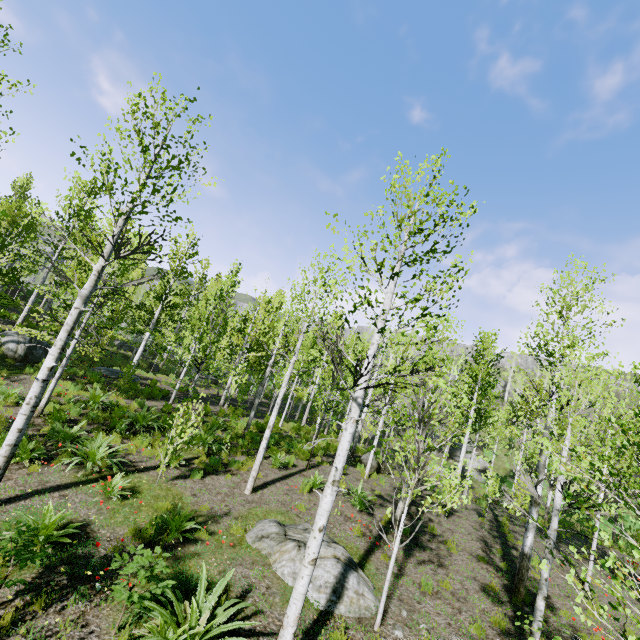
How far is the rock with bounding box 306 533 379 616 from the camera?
6.2 meters

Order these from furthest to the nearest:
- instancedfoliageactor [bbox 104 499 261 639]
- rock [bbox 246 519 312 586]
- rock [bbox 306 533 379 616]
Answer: rock [bbox 246 519 312 586], rock [bbox 306 533 379 616], instancedfoliageactor [bbox 104 499 261 639]

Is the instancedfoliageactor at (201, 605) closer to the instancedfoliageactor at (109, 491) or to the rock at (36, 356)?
the rock at (36, 356)

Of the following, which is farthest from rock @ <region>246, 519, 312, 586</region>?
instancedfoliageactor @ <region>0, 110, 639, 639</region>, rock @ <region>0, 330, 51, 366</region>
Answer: rock @ <region>0, 330, 51, 366</region>

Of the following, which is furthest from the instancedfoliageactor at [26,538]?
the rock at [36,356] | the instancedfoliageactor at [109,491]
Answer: the instancedfoliageactor at [109,491]

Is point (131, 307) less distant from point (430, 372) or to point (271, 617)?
point (271, 617)

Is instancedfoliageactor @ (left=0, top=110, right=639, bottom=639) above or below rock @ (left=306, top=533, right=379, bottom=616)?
above

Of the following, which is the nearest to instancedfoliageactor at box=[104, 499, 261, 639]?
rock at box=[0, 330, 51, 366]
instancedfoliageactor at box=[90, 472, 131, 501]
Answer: rock at box=[0, 330, 51, 366]
